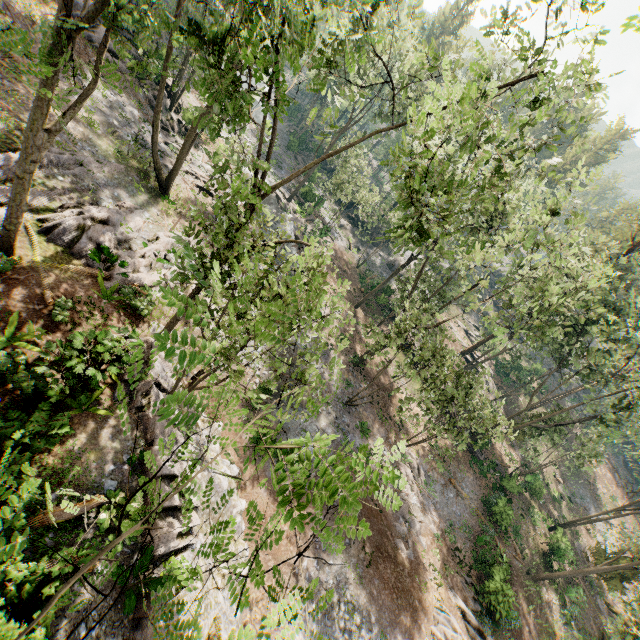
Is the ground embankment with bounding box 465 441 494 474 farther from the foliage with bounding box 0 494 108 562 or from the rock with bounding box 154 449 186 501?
the rock with bounding box 154 449 186 501

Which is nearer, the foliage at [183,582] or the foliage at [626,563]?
Result: the foliage at [183,582]

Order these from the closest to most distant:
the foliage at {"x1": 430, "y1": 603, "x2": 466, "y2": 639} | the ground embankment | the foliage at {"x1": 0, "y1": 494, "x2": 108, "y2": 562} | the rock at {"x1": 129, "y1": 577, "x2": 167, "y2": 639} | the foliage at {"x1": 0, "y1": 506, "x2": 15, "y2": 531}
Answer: the foliage at {"x1": 0, "y1": 506, "x2": 15, "y2": 531}, the foliage at {"x1": 0, "y1": 494, "x2": 108, "y2": 562}, the rock at {"x1": 129, "y1": 577, "x2": 167, "y2": 639}, the foliage at {"x1": 430, "y1": 603, "x2": 466, "y2": 639}, the ground embankment

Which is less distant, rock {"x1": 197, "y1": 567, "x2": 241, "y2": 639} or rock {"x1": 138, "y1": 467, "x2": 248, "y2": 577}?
rock {"x1": 138, "y1": 467, "x2": 248, "y2": 577}

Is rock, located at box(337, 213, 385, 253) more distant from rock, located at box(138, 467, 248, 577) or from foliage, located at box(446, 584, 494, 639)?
rock, located at box(138, 467, 248, 577)

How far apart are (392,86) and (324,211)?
37.3m

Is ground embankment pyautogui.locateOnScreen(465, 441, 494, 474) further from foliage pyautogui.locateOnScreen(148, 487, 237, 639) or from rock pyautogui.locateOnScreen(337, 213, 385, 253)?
rock pyautogui.locateOnScreen(337, 213, 385, 253)

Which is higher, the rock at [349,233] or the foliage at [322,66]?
the foliage at [322,66]
